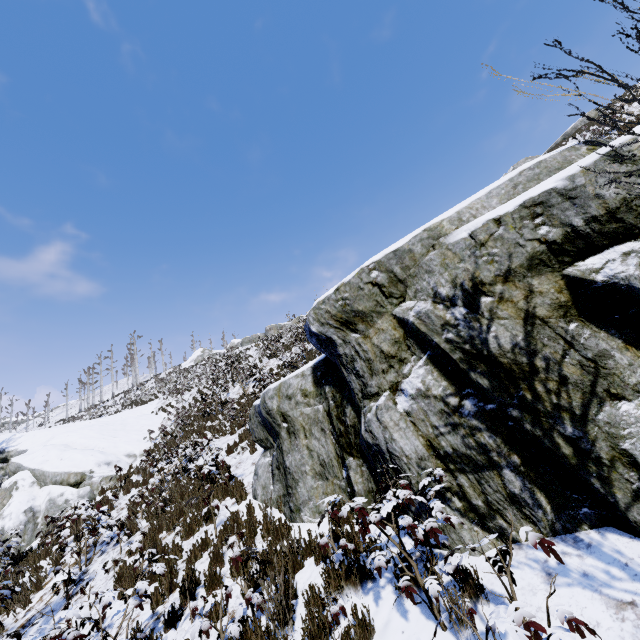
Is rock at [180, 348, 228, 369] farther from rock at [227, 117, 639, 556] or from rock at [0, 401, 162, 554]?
rock at [227, 117, 639, 556]

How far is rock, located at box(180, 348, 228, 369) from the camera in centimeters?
4488cm

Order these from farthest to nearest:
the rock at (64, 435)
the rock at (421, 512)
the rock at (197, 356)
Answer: the rock at (197, 356), the rock at (64, 435), the rock at (421, 512)

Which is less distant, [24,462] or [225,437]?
[225,437]

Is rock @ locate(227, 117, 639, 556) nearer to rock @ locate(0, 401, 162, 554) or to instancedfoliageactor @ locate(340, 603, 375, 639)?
instancedfoliageactor @ locate(340, 603, 375, 639)

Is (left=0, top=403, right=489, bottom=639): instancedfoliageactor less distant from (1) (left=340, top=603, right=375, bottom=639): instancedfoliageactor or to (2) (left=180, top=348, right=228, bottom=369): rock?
(1) (left=340, top=603, right=375, bottom=639): instancedfoliageactor

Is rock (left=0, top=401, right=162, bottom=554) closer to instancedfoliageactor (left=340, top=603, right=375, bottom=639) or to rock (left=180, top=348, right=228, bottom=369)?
instancedfoliageactor (left=340, top=603, right=375, bottom=639)

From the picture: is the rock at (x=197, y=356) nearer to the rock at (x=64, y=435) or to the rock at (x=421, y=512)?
the rock at (x=64, y=435)
